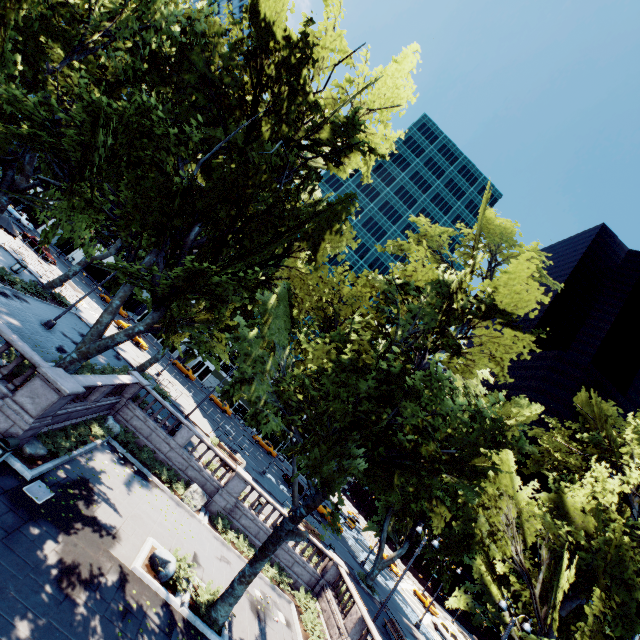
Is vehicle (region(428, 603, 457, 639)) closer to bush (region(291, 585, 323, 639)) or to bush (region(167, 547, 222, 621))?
bush (region(291, 585, 323, 639))

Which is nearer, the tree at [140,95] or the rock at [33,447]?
the tree at [140,95]

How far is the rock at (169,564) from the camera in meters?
12.9

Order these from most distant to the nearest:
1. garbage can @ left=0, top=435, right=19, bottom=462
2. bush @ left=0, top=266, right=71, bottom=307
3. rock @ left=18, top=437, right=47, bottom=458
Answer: bush @ left=0, top=266, right=71, bottom=307, rock @ left=18, top=437, right=47, bottom=458, garbage can @ left=0, top=435, right=19, bottom=462

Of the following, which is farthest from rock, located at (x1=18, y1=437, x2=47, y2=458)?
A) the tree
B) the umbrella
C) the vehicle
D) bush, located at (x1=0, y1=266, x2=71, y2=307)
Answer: the vehicle

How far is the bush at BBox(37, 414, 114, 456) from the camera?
13.8m

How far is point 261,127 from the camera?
18.1 meters

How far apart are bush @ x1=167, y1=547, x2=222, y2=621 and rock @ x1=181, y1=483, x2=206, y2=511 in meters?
5.2 m
